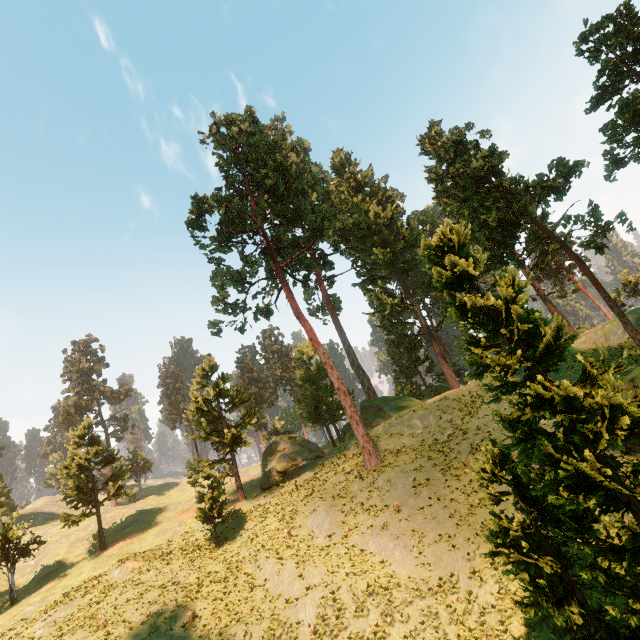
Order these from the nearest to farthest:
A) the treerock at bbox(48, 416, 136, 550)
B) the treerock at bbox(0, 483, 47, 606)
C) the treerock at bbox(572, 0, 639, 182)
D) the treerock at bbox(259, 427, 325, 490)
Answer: the treerock at bbox(572, 0, 639, 182) < the treerock at bbox(0, 483, 47, 606) < the treerock at bbox(48, 416, 136, 550) < the treerock at bbox(259, 427, 325, 490)

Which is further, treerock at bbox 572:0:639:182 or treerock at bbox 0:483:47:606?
treerock at bbox 0:483:47:606

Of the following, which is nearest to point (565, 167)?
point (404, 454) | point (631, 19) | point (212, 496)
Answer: point (631, 19)

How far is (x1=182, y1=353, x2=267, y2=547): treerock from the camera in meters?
28.2

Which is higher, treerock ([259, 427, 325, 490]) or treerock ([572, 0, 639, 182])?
treerock ([572, 0, 639, 182])

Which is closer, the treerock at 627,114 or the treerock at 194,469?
the treerock at 627,114
